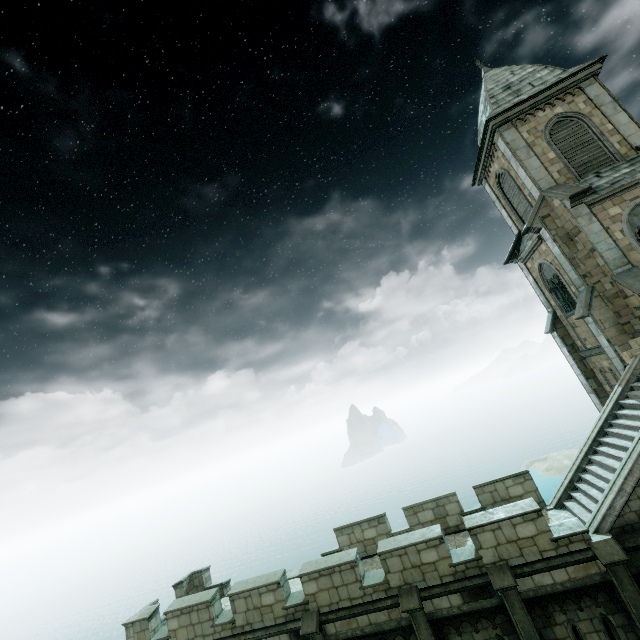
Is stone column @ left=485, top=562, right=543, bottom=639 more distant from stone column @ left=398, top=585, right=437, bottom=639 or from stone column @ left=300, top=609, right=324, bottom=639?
stone column @ left=300, top=609, right=324, bottom=639

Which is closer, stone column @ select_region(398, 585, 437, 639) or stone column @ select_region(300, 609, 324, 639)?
stone column @ select_region(398, 585, 437, 639)

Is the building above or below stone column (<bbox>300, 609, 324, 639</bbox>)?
above

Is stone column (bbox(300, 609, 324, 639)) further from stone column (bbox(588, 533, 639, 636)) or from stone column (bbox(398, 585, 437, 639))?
stone column (bbox(588, 533, 639, 636))

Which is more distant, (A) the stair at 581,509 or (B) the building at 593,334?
(B) the building at 593,334

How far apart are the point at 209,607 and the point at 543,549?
11.7 meters

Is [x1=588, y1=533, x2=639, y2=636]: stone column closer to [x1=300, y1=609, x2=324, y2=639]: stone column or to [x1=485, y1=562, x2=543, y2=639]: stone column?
[x1=485, y1=562, x2=543, y2=639]: stone column

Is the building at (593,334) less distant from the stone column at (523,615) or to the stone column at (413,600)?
the stone column at (413,600)
